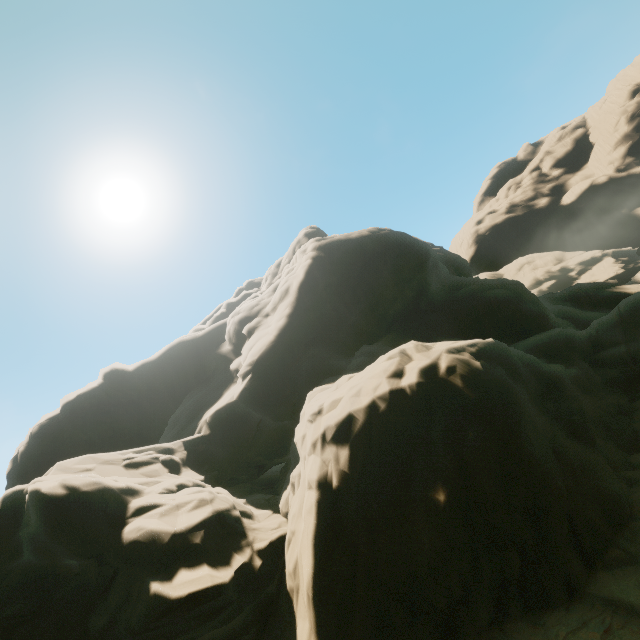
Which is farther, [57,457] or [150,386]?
[150,386]
